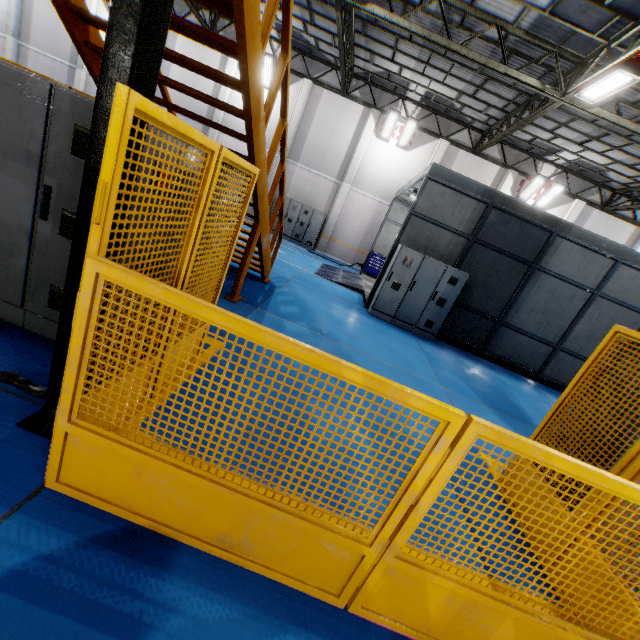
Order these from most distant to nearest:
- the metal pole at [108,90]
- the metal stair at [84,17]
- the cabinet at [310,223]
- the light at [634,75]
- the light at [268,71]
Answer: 1. the cabinet at [310,223]
2. the light at [268,71]
3. the light at [634,75]
4. the metal stair at [84,17]
5. the metal pole at [108,90]

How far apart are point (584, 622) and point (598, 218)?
21.33m

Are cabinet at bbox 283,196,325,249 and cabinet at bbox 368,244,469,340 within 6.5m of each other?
no

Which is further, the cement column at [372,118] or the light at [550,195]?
the cement column at [372,118]

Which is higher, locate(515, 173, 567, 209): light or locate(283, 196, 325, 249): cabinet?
locate(515, 173, 567, 209): light

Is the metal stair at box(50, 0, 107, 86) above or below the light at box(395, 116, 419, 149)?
below

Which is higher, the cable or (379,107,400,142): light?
(379,107,400,142): light

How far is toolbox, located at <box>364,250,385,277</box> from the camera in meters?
16.3 m
